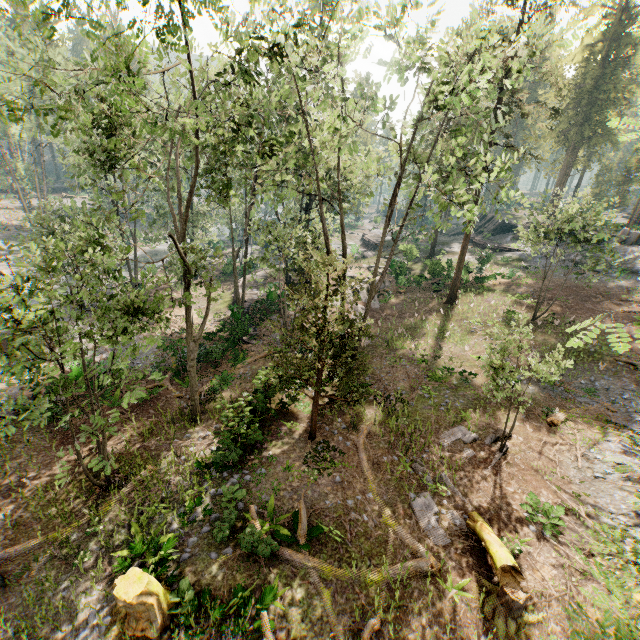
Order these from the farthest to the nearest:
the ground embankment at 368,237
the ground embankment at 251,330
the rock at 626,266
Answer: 1. the ground embankment at 368,237
2. the rock at 626,266
3. the ground embankment at 251,330

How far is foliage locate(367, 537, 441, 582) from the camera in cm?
1008

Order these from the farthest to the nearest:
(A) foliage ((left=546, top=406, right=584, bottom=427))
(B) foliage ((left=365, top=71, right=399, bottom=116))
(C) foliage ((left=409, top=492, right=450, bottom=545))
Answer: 1. (A) foliage ((left=546, top=406, right=584, bottom=427))
2. (C) foliage ((left=409, top=492, right=450, bottom=545))
3. (B) foliage ((left=365, top=71, right=399, bottom=116))

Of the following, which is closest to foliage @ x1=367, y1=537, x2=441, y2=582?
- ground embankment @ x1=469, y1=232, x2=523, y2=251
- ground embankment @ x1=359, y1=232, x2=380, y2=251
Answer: ground embankment @ x1=359, y1=232, x2=380, y2=251

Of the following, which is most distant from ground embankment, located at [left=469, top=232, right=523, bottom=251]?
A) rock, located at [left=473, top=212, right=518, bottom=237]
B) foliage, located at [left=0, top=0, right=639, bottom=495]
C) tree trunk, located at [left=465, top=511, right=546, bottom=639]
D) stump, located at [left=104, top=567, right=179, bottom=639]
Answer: stump, located at [left=104, top=567, right=179, bottom=639]

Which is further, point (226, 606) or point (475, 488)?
point (475, 488)

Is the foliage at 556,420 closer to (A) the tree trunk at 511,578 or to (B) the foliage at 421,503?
(A) the tree trunk at 511,578

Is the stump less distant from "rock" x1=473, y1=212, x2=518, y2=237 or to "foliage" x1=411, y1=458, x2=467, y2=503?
"foliage" x1=411, y1=458, x2=467, y2=503
